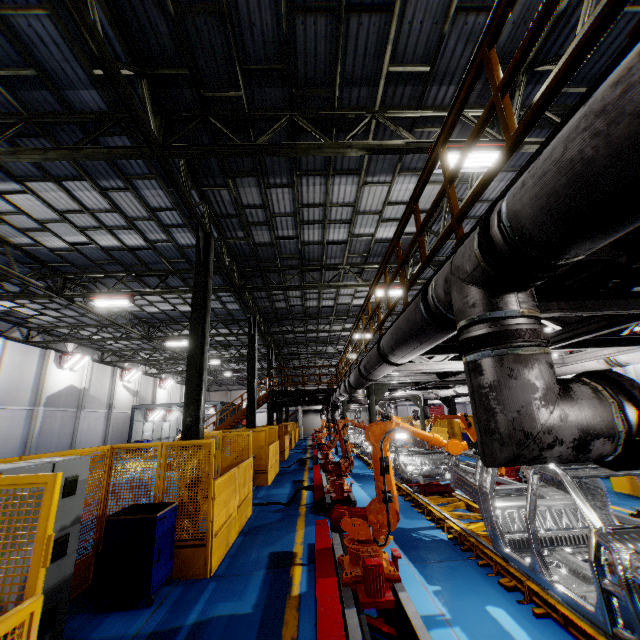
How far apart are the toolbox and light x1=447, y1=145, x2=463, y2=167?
8.34m

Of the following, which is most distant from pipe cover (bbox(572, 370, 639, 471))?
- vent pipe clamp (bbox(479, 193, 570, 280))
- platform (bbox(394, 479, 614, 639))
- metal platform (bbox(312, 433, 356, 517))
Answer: metal platform (bbox(312, 433, 356, 517))

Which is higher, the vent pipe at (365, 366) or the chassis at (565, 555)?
the vent pipe at (365, 366)

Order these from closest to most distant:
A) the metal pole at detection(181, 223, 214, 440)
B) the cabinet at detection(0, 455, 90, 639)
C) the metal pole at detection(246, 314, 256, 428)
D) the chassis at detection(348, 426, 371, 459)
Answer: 1. the cabinet at detection(0, 455, 90, 639)
2. the metal pole at detection(181, 223, 214, 440)
3. the metal pole at detection(246, 314, 256, 428)
4. the chassis at detection(348, 426, 371, 459)

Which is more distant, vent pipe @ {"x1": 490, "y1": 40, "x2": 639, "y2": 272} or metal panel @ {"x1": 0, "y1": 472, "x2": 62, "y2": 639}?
metal panel @ {"x1": 0, "y1": 472, "x2": 62, "y2": 639}

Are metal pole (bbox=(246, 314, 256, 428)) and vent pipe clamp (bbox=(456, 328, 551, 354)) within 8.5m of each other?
no

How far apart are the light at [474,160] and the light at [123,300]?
12.5m

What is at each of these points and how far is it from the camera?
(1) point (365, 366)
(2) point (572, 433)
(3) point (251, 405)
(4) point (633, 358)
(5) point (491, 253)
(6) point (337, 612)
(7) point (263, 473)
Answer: (1) vent pipe, 5.91m
(2) vent pipe, 1.73m
(3) metal pole, 16.05m
(4) vent pipe, 5.73m
(5) vent pipe clamp, 1.74m
(6) metal platform, 3.33m
(7) metal panel, 13.32m
